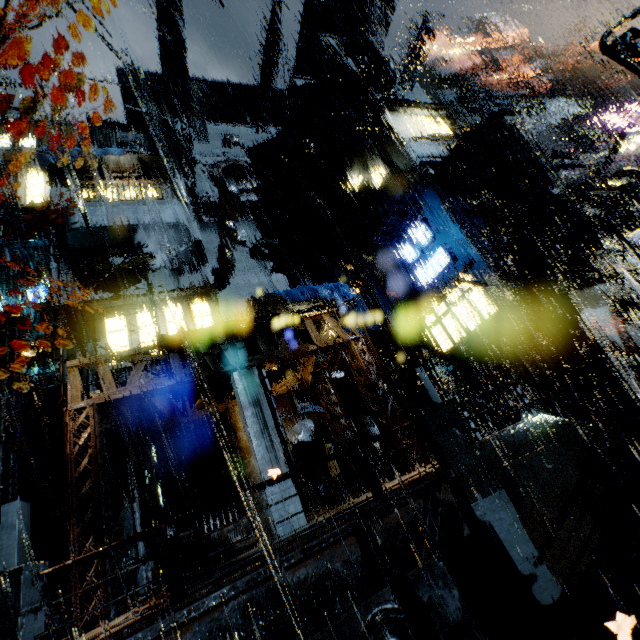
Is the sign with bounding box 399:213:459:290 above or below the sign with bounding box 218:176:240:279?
below

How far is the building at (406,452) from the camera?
12.4m

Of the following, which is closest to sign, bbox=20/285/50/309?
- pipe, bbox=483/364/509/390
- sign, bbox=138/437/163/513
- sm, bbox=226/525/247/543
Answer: sign, bbox=138/437/163/513

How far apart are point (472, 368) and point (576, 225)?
10.3 meters

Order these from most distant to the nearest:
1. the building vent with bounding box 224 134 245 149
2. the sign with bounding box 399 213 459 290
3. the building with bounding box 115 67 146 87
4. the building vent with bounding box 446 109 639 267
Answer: the building vent with bounding box 224 134 245 149, the building with bounding box 115 67 146 87, the sign with bounding box 399 213 459 290, the building vent with bounding box 446 109 639 267

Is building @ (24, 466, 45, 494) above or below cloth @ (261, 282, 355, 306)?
below

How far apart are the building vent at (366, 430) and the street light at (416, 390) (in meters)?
9.48

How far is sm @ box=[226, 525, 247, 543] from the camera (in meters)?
13.28
